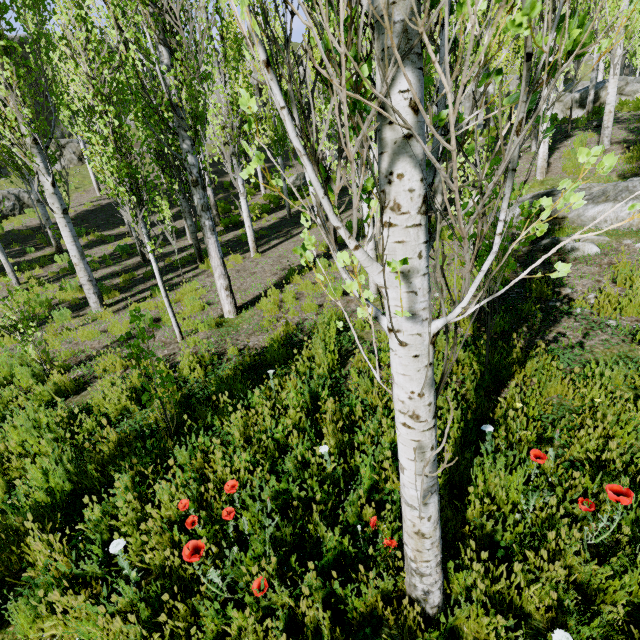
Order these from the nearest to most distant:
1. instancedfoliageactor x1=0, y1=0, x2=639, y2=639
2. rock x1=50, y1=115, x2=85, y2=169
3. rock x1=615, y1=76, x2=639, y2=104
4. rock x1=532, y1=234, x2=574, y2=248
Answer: instancedfoliageactor x1=0, y1=0, x2=639, y2=639 < rock x1=532, y1=234, x2=574, y2=248 < rock x1=615, y1=76, x2=639, y2=104 < rock x1=50, y1=115, x2=85, y2=169

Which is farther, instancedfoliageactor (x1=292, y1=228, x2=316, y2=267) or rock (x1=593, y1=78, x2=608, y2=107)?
rock (x1=593, y1=78, x2=608, y2=107)

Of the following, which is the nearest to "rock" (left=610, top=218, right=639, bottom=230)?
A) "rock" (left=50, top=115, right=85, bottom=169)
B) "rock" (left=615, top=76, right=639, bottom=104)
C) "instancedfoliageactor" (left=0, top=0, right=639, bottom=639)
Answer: "instancedfoliageactor" (left=0, top=0, right=639, bottom=639)

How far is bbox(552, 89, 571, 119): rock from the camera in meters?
18.8 m

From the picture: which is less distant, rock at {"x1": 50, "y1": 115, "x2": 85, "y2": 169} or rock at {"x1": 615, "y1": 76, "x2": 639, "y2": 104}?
rock at {"x1": 615, "y1": 76, "x2": 639, "y2": 104}

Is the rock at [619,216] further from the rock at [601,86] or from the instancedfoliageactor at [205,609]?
the rock at [601,86]

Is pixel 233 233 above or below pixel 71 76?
below

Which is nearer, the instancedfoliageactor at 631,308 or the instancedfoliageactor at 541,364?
the instancedfoliageactor at 541,364
